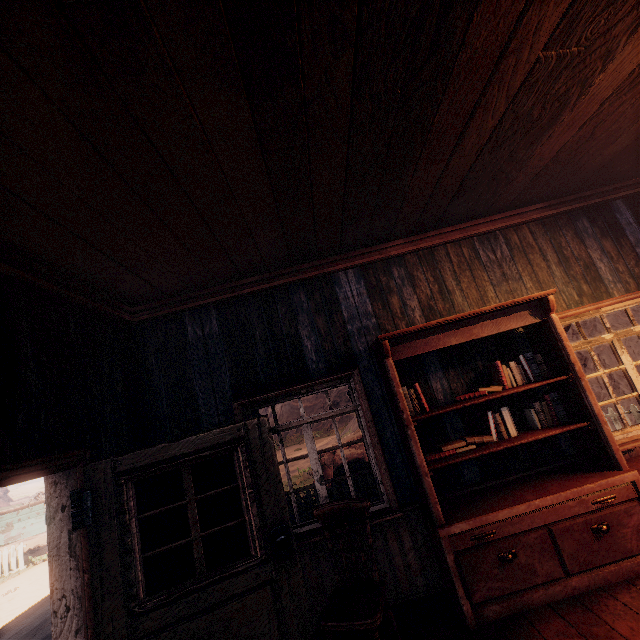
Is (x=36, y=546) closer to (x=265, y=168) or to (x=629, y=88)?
(x=265, y=168)

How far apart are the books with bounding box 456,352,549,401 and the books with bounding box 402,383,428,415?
0.41m

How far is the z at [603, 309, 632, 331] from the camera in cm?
1075

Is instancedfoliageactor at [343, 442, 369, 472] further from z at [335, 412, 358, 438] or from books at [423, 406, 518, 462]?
books at [423, 406, 518, 462]

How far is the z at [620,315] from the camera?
10.7m

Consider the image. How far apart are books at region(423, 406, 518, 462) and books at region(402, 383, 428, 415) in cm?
42

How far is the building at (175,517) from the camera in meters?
3.4
